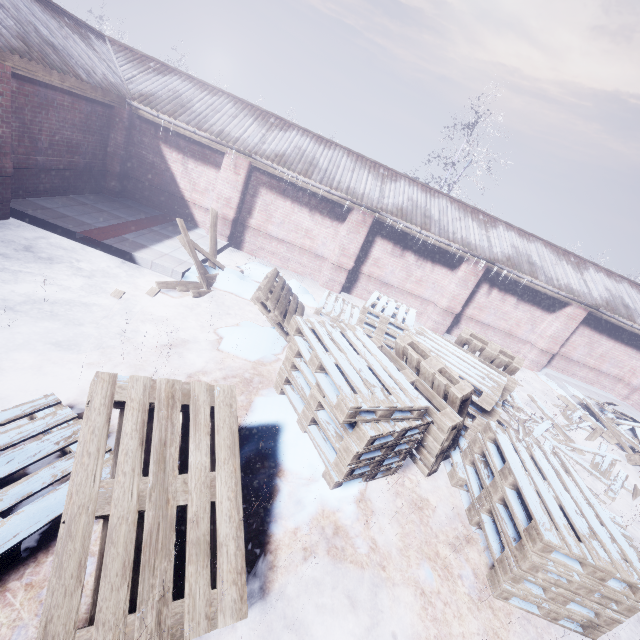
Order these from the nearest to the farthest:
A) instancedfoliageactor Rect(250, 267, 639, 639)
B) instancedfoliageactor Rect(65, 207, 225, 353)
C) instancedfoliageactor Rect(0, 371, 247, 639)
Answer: instancedfoliageactor Rect(0, 371, 247, 639) → instancedfoliageactor Rect(250, 267, 639, 639) → instancedfoliageactor Rect(65, 207, 225, 353)

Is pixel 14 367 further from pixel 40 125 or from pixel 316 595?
pixel 40 125

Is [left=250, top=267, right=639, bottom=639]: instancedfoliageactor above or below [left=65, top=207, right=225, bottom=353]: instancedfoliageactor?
above

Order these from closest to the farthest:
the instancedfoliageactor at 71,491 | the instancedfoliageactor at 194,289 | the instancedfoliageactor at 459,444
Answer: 1. the instancedfoliageactor at 71,491
2. the instancedfoliageactor at 459,444
3. the instancedfoliageactor at 194,289

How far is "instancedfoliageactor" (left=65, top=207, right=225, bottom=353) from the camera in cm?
411

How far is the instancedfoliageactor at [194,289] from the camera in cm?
411

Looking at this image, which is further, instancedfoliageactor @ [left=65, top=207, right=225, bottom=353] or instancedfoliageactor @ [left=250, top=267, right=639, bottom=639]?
instancedfoliageactor @ [left=65, top=207, right=225, bottom=353]

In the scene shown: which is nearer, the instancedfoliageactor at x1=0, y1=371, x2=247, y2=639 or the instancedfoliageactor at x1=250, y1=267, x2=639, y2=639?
the instancedfoliageactor at x1=0, y1=371, x2=247, y2=639
